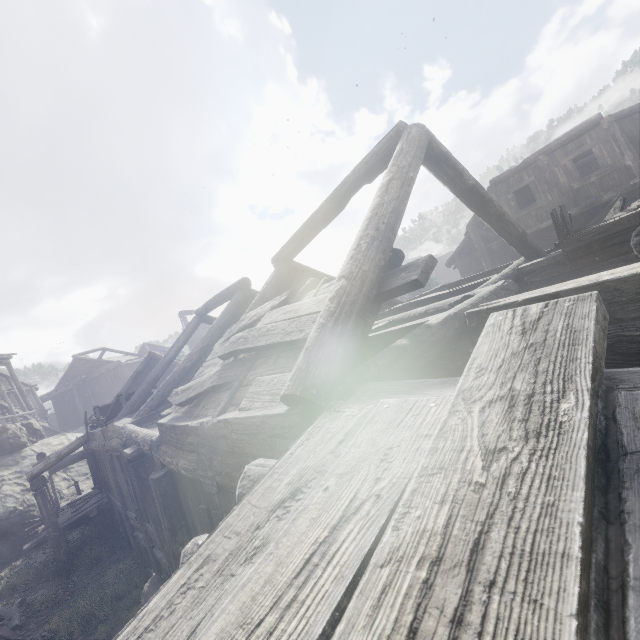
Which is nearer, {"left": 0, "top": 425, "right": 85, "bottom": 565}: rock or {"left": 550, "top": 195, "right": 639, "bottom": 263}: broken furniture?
{"left": 550, "top": 195, "right": 639, "bottom": 263}: broken furniture

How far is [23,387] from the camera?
32.8m

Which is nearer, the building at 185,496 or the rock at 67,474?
the building at 185,496

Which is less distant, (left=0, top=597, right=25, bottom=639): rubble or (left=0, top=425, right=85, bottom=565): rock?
(left=0, top=597, right=25, bottom=639): rubble

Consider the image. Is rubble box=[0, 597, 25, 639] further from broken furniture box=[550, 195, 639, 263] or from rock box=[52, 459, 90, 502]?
broken furniture box=[550, 195, 639, 263]

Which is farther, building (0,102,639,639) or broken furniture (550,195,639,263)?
broken furniture (550,195,639,263)

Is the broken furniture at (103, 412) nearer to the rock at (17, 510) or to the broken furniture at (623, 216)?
the rock at (17, 510)

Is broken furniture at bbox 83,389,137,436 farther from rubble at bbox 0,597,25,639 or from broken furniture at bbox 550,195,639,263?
broken furniture at bbox 550,195,639,263
